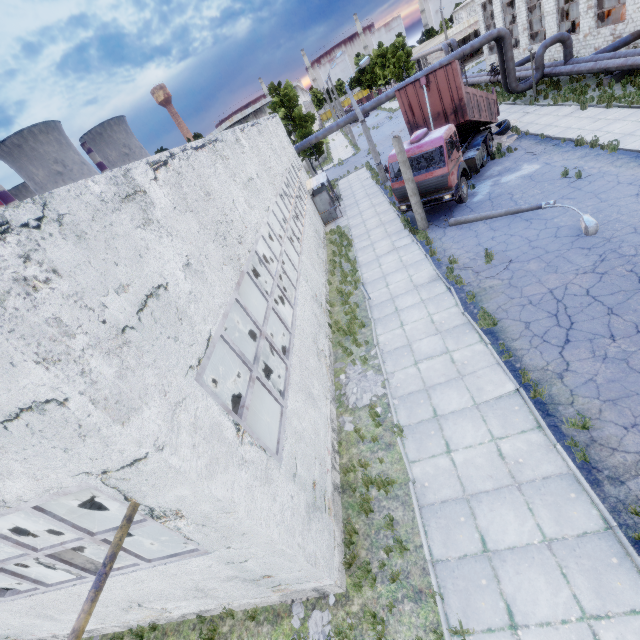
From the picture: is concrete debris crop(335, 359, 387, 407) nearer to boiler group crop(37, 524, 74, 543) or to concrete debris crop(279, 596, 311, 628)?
boiler group crop(37, 524, 74, 543)

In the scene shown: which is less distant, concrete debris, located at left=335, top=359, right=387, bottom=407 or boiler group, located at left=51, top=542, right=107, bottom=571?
boiler group, located at left=51, top=542, right=107, bottom=571

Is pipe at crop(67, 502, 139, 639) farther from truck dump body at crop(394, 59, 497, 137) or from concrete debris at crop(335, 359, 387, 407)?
concrete debris at crop(335, 359, 387, 407)

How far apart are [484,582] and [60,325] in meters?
7.4

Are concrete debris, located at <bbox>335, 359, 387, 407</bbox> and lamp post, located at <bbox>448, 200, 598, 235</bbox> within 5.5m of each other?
no

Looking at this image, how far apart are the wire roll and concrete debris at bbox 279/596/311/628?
25.6m

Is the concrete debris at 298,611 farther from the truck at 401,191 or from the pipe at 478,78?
the pipe at 478,78

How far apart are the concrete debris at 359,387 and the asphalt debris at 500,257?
4.07m
